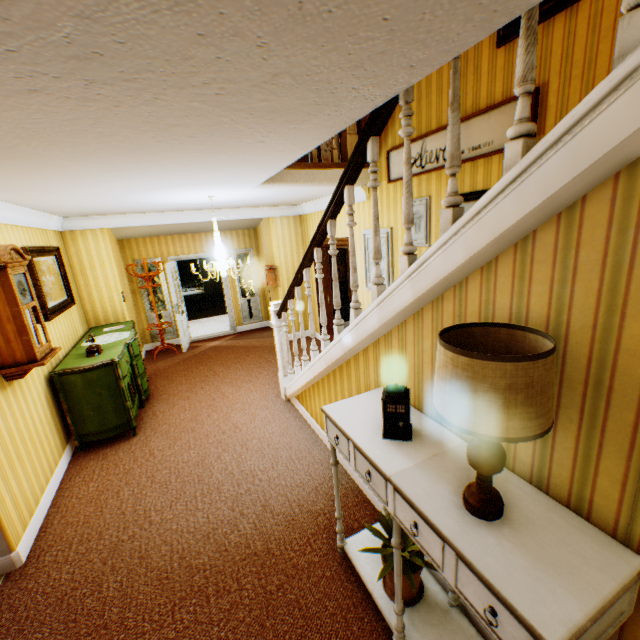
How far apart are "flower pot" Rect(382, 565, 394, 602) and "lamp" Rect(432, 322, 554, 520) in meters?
1.0

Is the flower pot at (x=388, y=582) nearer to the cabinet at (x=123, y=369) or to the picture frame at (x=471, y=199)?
the picture frame at (x=471, y=199)

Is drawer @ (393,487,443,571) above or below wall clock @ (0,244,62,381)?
below

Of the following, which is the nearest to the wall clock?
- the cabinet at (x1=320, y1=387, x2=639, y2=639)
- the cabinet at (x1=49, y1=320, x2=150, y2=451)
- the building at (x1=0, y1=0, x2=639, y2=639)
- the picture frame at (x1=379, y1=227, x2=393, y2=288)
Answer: the building at (x1=0, y1=0, x2=639, y2=639)

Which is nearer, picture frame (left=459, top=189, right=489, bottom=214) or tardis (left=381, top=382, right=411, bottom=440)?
tardis (left=381, top=382, right=411, bottom=440)

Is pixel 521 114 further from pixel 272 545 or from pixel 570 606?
pixel 272 545

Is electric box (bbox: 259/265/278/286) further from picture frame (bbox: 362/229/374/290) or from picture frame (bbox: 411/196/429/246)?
picture frame (bbox: 411/196/429/246)

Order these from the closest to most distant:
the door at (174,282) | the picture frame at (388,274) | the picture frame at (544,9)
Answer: the picture frame at (544,9) → the picture frame at (388,274) → the door at (174,282)
